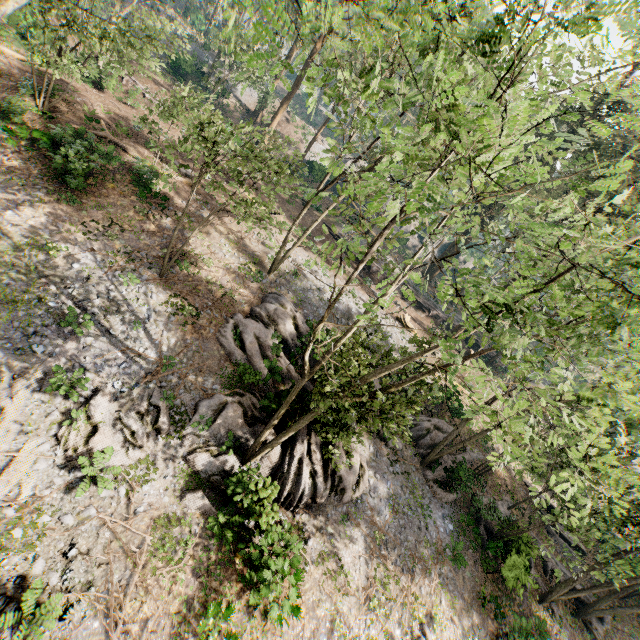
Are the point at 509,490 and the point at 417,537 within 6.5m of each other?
no

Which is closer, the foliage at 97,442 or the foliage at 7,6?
the foliage at 97,442

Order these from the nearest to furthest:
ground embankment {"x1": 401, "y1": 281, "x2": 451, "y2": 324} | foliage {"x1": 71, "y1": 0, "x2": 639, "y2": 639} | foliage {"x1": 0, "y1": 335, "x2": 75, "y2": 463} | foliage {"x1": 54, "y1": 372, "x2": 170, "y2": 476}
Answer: foliage {"x1": 71, "y1": 0, "x2": 639, "y2": 639}
foliage {"x1": 0, "y1": 335, "x2": 75, "y2": 463}
foliage {"x1": 54, "y1": 372, "x2": 170, "y2": 476}
ground embankment {"x1": 401, "y1": 281, "x2": 451, "y2": 324}

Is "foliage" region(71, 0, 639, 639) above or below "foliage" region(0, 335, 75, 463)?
above

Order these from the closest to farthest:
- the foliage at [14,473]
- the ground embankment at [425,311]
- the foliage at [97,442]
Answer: the foliage at [14,473] < the foliage at [97,442] < the ground embankment at [425,311]

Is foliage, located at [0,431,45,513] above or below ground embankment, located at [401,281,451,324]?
below

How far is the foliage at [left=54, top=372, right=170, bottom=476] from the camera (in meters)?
11.42
